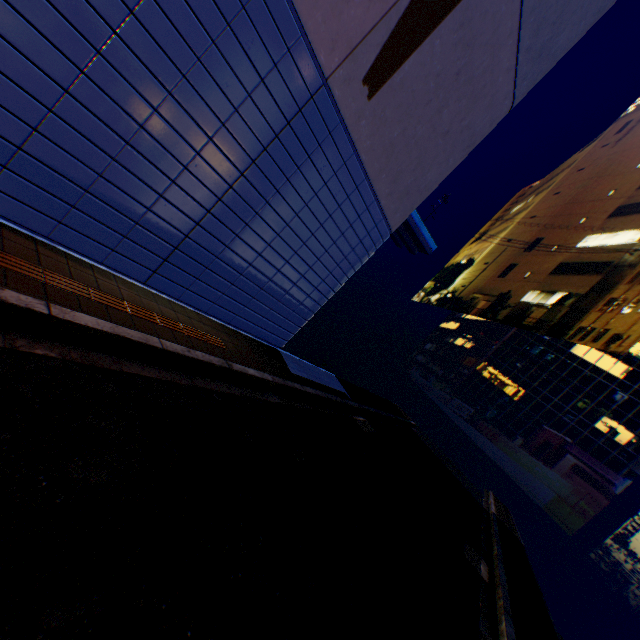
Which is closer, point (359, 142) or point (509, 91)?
point (359, 142)
